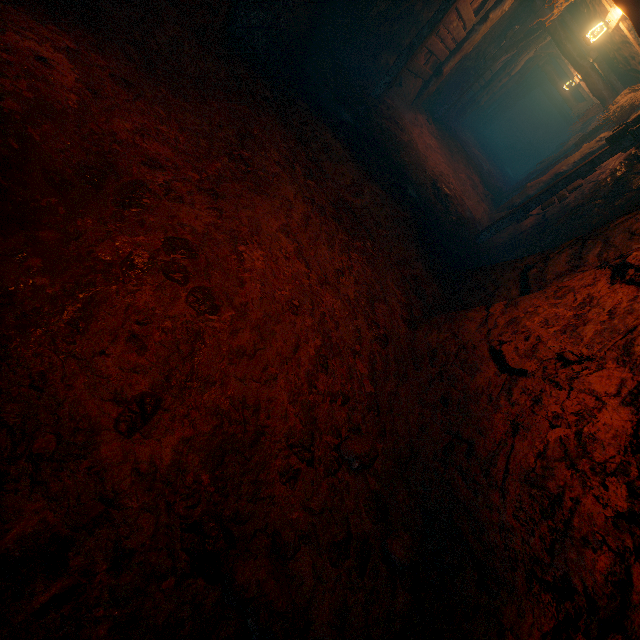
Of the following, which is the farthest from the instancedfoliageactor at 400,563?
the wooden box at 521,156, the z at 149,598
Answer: the wooden box at 521,156

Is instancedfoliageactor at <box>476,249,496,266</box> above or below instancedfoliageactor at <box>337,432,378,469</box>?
below

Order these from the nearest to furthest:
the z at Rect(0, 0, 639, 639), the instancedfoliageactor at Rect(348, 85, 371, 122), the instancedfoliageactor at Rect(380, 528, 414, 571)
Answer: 1. the z at Rect(0, 0, 639, 639)
2. the instancedfoliageactor at Rect(380, 528, 414, 571)
3. the instancedfoliageactor at Rect(348, 85, 371, 122)

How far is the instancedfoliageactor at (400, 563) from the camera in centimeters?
200cm

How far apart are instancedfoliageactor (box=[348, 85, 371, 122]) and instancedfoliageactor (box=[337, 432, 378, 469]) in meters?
6.3 m

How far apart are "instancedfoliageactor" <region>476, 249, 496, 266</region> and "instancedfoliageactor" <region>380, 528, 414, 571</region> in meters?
6.3 m

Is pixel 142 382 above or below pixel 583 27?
below

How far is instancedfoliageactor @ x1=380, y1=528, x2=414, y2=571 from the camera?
2.00m
